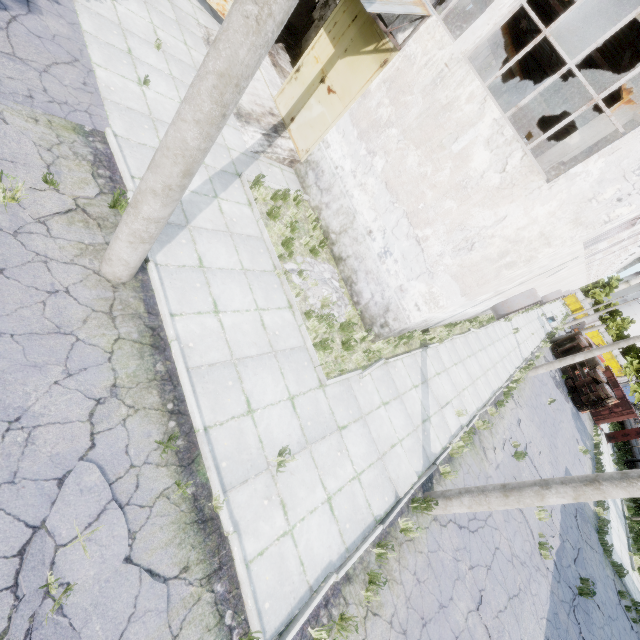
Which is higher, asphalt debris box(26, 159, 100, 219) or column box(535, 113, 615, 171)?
column box(535, 113, 615, 171)

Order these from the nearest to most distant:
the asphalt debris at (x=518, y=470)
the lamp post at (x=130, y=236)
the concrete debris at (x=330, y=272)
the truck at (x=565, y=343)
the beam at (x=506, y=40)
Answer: the lamp post at (x=130, y=236)
the concrete debris at (x=330, y=272)
the asphalt debris at (x=518, y=470)
the beam at (x=506, y=40)
the truck at (x=565, y=343)

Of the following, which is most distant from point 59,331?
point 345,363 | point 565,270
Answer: point 565,270

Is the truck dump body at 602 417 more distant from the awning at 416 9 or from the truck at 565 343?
the awning at 416 9

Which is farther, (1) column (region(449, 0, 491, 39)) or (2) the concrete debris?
(1) column (region(449, 0, 491, 39))

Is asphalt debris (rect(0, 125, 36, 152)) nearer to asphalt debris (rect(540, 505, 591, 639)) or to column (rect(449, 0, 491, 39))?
asphalt debris (rect(540, 505, 591, 639))

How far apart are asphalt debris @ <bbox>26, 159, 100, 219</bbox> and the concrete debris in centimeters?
402cm

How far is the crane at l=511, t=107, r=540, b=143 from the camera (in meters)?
23.05
